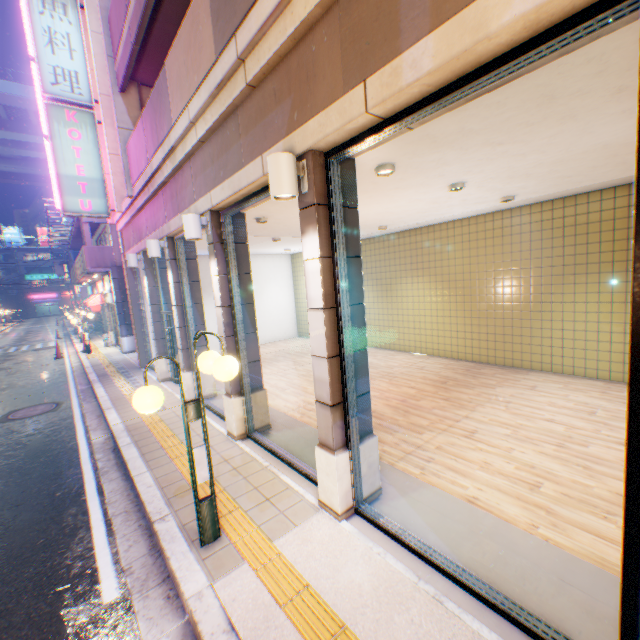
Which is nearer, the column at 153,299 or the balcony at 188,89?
the balcony at 188,89

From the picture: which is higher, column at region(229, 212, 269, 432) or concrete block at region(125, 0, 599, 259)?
concrete block at region(125, 0, 599, 259)

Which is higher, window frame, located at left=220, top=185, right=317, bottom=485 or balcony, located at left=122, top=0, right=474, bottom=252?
balcony, located at left=122, top=0, right=474, bottom=252

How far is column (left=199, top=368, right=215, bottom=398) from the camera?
8.5m

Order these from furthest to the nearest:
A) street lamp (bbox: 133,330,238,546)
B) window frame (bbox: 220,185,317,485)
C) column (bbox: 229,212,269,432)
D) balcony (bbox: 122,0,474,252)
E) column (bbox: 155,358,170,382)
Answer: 1. column (bbox: 155,358,170,382)
2. column (bbox: 229,212,269,432)
3. window frame (bbox: 220,185,317,485)
4. street lamp (bbox: 133,330,238,546)
5. balcony (bbox: 122,0,474,252)

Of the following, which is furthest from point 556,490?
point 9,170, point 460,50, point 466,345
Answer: point 9,170

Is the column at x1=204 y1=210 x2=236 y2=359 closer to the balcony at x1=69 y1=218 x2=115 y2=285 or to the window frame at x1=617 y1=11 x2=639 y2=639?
the window frame at x1=617 y1=11 x2=639 y2=639

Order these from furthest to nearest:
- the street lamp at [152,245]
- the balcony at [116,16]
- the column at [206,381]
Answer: the column at [206,381] → the street lamp at [152,245] → the balcony at [116,16]
